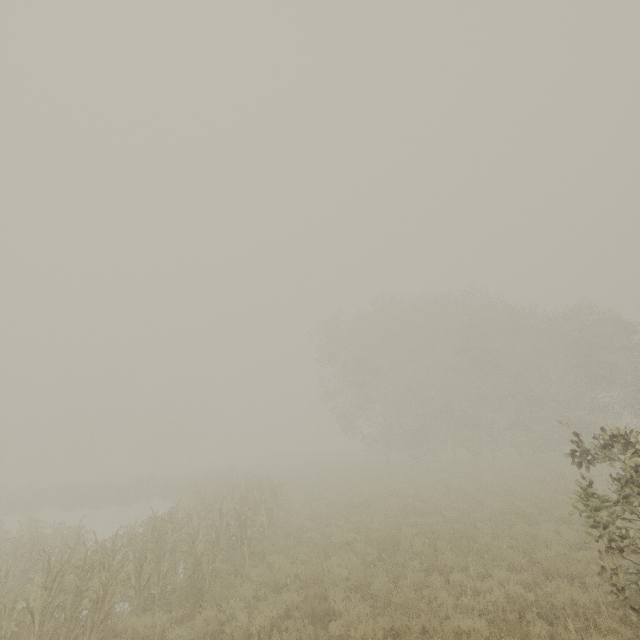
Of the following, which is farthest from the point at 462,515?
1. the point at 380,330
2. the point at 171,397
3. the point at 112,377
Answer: the point at 112,377
